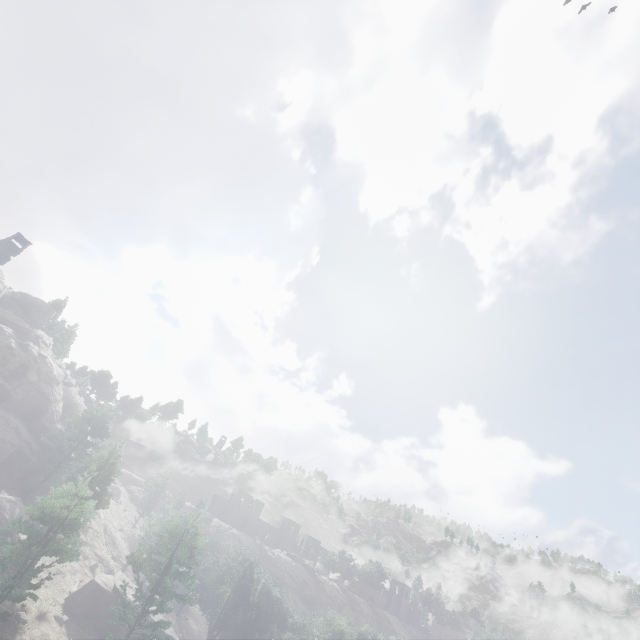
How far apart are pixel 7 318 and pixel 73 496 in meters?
40.5
